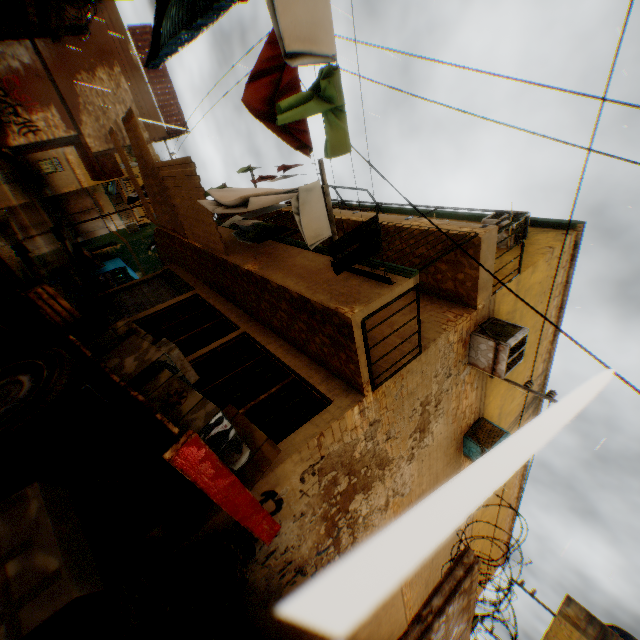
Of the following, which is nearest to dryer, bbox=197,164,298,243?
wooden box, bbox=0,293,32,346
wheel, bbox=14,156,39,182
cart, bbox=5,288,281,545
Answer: cart, bbox=5,288,281,545

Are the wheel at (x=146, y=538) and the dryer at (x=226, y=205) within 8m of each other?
yes

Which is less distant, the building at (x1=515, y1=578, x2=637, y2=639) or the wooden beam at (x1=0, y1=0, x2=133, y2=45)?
the wooden beam at (x1=0, y1=0, x2=133, y2=45)

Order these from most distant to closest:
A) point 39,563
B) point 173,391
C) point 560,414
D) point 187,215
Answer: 1. point 187,215
2. point 173,391
3. point 39,563
4. point 560,414

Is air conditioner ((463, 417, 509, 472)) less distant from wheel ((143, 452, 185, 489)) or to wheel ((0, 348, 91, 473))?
wheel ((143, 452, 185, 489))

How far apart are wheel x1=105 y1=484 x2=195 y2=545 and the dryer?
3.54m

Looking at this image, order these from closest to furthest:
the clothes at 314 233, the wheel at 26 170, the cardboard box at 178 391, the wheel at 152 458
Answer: the cardboard box at 178 391, the wheel at 152 458, the clothes at 314 233, the wheel at 26 170

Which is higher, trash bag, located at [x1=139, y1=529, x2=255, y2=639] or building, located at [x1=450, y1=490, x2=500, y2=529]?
building, located at [x1=450, y1=490, x2=500, y2=529]
